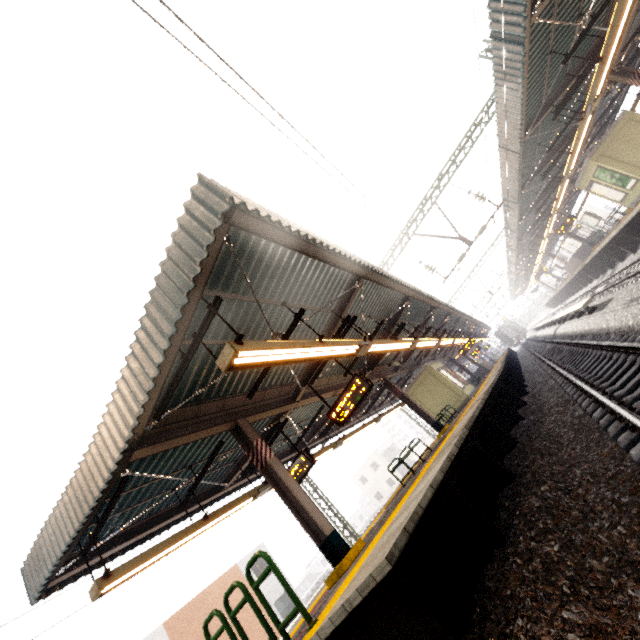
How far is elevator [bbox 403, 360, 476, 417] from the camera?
17.8 meters

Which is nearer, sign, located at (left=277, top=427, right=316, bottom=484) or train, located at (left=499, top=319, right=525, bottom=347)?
sign, located at (left=277, top=427, right=316, bottom=484)

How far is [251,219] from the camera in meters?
4.8

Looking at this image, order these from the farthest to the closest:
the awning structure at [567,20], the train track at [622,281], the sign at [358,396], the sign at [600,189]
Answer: the sign at [600,189]
the train track at [622,281]
the sign at [358,396]
the awning structure at [567,20]

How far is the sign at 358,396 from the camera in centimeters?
834cm

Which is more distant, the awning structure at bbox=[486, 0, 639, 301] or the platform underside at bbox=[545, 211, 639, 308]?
the platform underside at bbox=[545, 211, 639, 308]

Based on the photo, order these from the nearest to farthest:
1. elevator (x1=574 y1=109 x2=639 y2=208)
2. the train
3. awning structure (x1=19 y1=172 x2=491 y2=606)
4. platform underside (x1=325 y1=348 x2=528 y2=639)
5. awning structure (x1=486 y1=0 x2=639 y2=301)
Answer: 1. platform underside (x1=325 y1=348 x2=528 y2=639)
2. awning structure (x1=19 y1=172 x2=491 y2=606)
3. awning structure (x1=486 y1=0 x2=639 y2=301)
4. elevator (x1=574 y1=109 x2=639 y2=208)
5. the train

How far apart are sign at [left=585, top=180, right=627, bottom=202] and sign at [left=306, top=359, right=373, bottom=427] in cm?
1774
